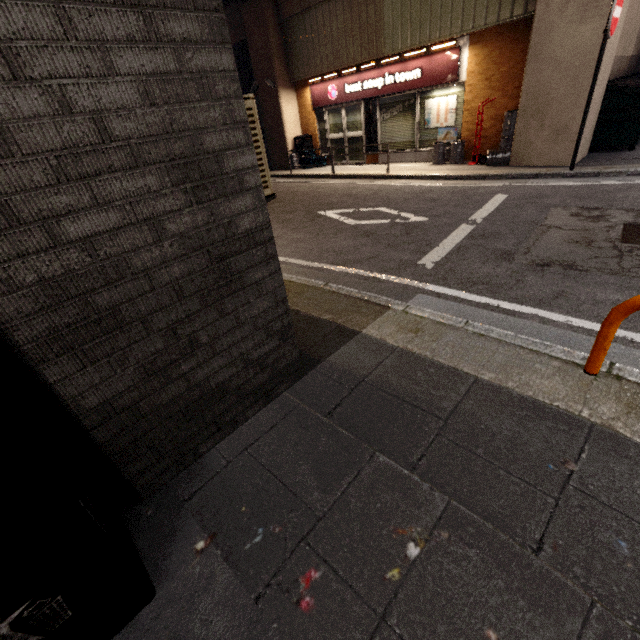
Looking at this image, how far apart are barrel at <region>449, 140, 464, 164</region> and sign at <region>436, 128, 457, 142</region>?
0.3 meters

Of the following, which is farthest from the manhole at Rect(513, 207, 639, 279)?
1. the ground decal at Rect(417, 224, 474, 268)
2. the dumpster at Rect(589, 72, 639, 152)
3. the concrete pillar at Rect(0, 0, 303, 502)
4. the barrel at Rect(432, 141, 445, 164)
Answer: the barrel at Rect(432, 141, 445, 164)

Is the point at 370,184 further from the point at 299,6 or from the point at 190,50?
the point at 190,50

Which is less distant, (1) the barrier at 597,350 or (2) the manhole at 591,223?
(1) the barrier at 597,350

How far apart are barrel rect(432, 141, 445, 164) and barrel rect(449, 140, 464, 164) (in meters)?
0.17

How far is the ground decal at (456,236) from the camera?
4.4 meters

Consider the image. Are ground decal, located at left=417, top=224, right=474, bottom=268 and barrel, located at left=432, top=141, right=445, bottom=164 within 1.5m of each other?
no

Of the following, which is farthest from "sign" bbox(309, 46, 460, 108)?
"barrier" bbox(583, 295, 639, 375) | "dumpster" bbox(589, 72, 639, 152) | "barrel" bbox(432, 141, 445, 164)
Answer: "barrier" bbox(583, 295, 639, 375)
